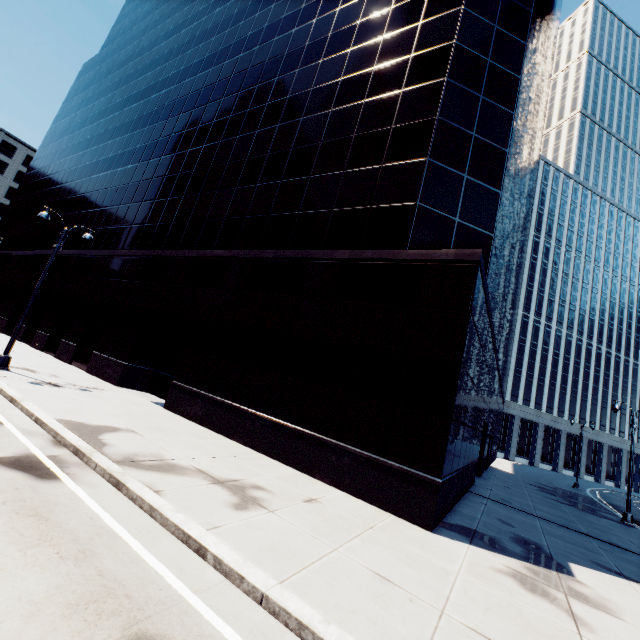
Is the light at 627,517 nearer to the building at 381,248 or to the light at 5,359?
the building at 381,248

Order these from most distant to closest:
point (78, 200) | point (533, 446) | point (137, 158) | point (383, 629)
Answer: point (533, 446) < point (78, 200) < point (137, 158) < point (383, 629)

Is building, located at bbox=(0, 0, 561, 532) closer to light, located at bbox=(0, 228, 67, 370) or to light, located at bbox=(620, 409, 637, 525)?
light, located at bbox=(0, 228, 67, 370)

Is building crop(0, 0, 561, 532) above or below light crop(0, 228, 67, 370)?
above

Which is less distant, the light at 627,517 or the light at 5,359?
the light at 5,359

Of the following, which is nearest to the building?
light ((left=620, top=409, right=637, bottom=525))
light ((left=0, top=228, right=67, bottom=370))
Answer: light ((left=0, top=228, right=67, bottom=370))

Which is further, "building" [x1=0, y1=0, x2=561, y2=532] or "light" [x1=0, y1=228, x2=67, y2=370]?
"light" [x1=0, y1=228, x2=67, y2=370]

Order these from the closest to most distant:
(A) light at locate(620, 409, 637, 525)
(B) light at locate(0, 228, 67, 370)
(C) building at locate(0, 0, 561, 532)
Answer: (C) building at locate(0, 0, 561, 532)
(B) light at locate(0, 228, 67, 370)
(A) light at locate(620, 409, 637, 525)
